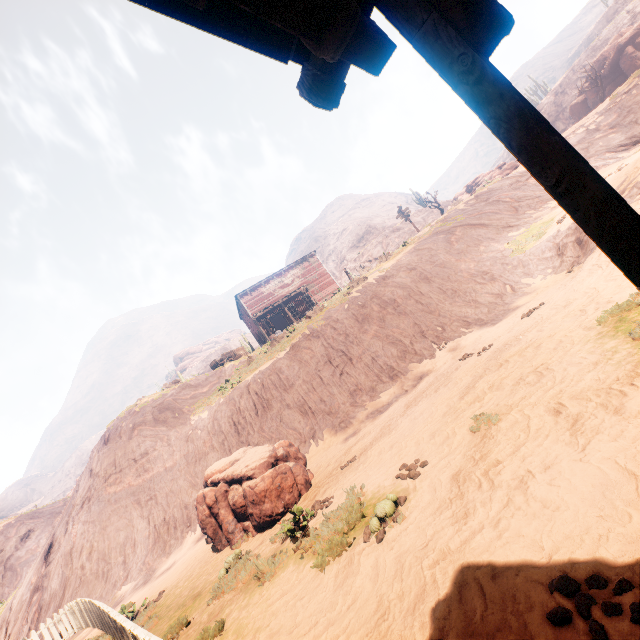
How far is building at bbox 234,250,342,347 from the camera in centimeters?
3231cm

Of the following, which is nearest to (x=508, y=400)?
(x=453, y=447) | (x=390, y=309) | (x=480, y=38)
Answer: (x=453, y=447)

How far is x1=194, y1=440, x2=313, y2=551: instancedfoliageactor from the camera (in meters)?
8.09

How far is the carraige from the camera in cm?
2640

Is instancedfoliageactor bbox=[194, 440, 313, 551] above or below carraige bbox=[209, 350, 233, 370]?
below

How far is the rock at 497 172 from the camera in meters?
25.2

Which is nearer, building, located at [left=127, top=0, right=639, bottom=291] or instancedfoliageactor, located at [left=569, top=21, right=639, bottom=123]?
building, located at [left=127, top=0, right=639, bottom=291]

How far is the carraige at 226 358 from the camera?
26.4 meters
